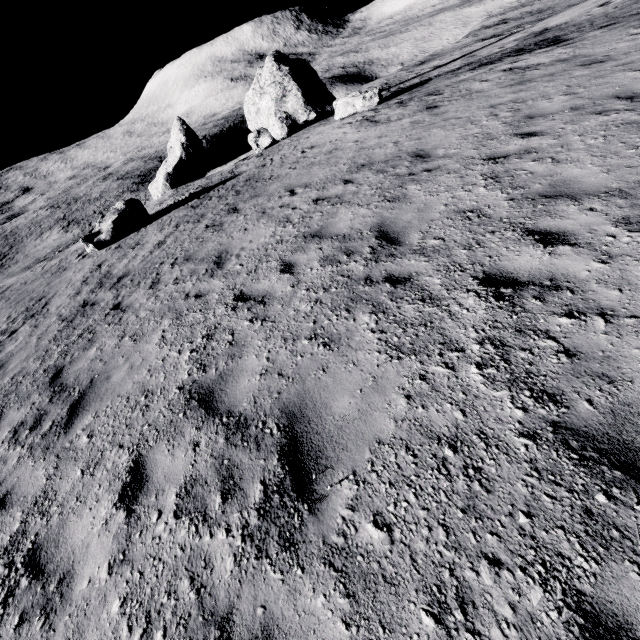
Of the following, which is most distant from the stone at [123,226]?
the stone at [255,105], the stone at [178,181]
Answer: the stone at [178,181]

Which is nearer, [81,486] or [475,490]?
[475,490]

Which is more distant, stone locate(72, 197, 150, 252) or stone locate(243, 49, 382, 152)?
stone locate(243, 49, 382, 152)

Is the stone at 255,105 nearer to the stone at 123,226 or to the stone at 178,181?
the stone at 178,181

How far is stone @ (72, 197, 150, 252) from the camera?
14.36m

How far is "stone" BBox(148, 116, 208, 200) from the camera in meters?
30.1

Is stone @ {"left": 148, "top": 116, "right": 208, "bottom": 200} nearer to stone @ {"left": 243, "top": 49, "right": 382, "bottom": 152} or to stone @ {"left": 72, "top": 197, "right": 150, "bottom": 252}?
stone @ {"left": 243, "top": 49, "right": 382, "bottom": 152}
